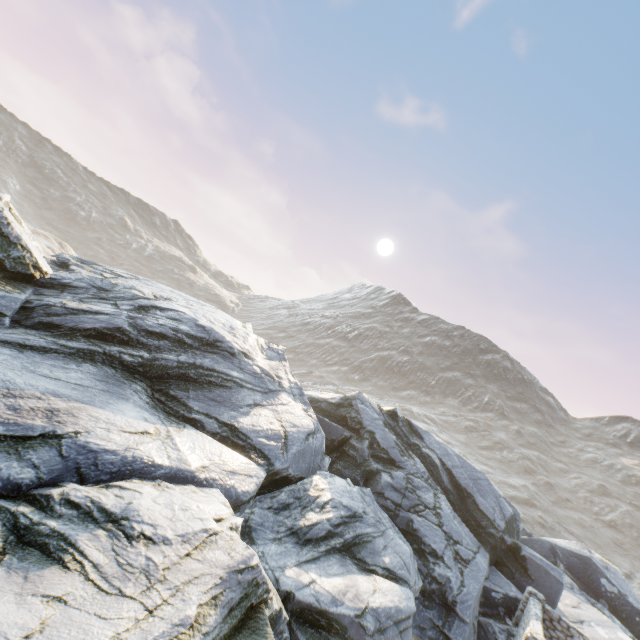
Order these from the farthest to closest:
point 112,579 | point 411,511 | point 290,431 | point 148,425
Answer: point 411,511 < point 290,431 < point 148,425 < point 112,579
